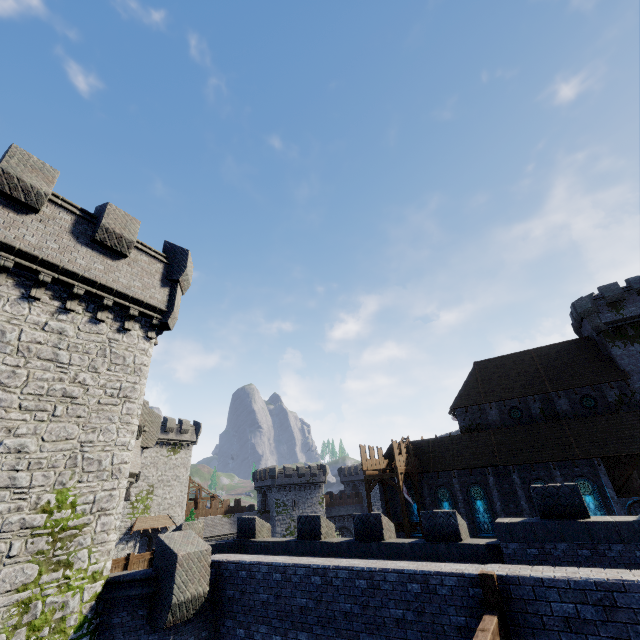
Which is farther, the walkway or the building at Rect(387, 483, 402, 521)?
the building at Rect(387, 483, 402, 521)

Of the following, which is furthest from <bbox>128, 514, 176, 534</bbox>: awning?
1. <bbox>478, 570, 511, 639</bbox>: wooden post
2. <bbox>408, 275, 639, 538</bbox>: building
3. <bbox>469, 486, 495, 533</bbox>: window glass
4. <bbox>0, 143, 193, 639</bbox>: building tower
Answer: <bbox>478, 570, 511, 639</bbox>: wooden post

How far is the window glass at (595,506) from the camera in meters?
24.5

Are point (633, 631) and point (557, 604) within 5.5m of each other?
yes

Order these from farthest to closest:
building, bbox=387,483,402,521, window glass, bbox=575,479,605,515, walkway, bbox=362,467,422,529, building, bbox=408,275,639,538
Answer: building, bbox=387,483,402,521 < building, bbox=408,275,639,538 < walkway, bbox=362,467,422,529 < window glass, bbox=575,479,605,515

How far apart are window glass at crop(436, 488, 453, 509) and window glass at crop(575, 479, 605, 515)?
9.5 meters

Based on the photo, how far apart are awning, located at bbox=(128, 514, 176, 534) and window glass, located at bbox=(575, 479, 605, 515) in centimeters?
4473cm

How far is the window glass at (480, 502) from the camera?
27.7m
